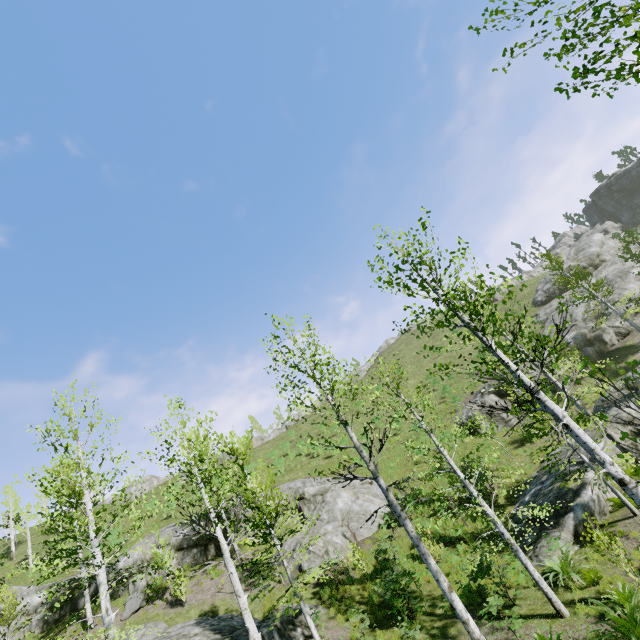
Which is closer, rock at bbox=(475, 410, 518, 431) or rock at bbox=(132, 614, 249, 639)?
rock at bbox=(132, 614, 249, 639)

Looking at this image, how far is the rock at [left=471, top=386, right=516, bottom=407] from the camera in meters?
27.1

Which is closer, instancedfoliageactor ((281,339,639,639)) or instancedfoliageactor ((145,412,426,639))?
instancedfoliageactor ((281,339,639,639))

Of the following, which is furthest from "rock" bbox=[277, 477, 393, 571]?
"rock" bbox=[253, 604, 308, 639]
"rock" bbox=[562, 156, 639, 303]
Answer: "rock" bbox=[562, 156, 639, 303]

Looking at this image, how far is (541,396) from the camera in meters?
5.2 m

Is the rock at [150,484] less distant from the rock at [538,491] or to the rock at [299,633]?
the rock at [299,633]

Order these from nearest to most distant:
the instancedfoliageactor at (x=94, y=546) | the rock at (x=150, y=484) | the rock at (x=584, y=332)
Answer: the instancedfoliageactor at (x=94, y=546), the rock at (x=584, y=332), the rock at (x=150, y=484)

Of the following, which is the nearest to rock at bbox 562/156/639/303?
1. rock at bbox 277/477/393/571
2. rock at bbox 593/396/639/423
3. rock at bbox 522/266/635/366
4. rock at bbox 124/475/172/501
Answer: rock at bbox 522/266/635/366
